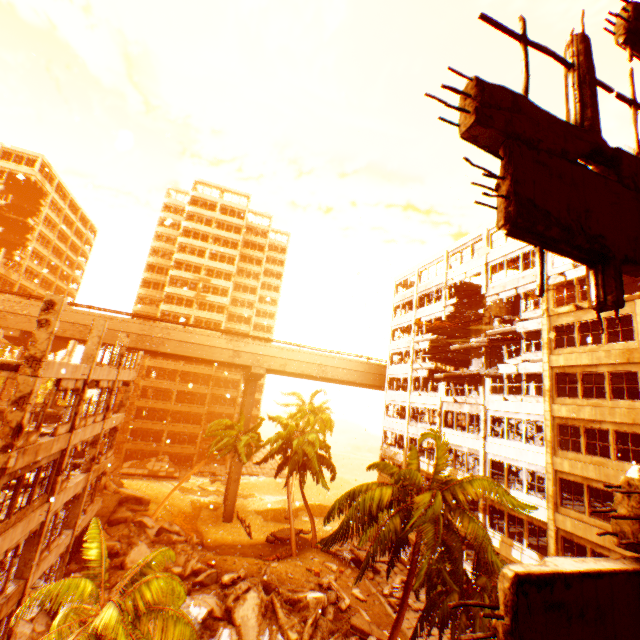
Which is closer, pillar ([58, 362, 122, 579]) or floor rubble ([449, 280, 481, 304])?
pillar ([58, 362, 122, 579])

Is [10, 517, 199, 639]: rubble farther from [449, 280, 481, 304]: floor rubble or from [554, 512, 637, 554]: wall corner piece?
[449, 280, 481, 304]: floor rubble

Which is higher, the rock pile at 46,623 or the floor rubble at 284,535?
the rock pile at 46,623

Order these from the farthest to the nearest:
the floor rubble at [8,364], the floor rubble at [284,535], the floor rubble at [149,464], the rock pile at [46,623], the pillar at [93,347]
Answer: the floor rubble at [149,464], the floor rubble at [284,535], the rock pile at [46,623], the pillar at [93,347], the floor rubble at [8,364]

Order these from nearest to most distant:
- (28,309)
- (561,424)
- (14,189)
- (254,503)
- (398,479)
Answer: (398,479) < (561,424) < (28,309) < (254,503) < (14,189)

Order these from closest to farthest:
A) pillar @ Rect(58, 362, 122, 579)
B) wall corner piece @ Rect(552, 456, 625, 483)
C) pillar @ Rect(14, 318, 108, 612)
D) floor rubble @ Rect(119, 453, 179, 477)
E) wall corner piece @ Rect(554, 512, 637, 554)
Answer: pillar @ Rect(14, 318, 108, 612) → wall corner piece @ Rect(554, 512, 637, 554) → wall corner piece @ Rect(552, 456, 625, 483) → pillar @ Rect(58, 362, 122, 579) → floor rubble @ Rect(119, 453, 179, 477)

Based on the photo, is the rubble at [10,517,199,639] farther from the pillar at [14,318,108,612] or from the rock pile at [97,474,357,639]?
the pillar at [14,318,108,612]

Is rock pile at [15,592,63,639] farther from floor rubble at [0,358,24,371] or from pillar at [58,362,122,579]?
floor rubble at [0,358,24,371]
